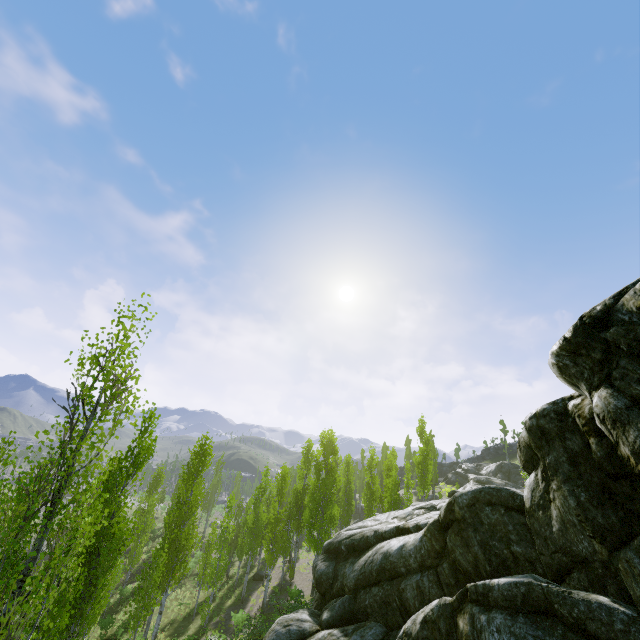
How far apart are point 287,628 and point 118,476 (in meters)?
9.23

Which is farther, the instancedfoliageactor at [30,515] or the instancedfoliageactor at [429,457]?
the instancedfoliageactor at [429,457]

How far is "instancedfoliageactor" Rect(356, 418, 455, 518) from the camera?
28.6 meters

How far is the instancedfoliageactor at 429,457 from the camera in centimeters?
2856cm

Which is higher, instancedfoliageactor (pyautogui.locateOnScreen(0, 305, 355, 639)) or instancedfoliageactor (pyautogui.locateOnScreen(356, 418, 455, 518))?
instancedfoliageactor (pyautogui.locateOnScreen(356, 418, 455, 518))

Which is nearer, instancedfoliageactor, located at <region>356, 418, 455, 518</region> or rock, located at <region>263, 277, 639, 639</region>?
rock, located at <region>263, 277, 639, 639</region>

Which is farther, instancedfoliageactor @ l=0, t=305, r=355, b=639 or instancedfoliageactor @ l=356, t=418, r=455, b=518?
instancedfoliageactor @ l=356, t=418, r=455, b=518
